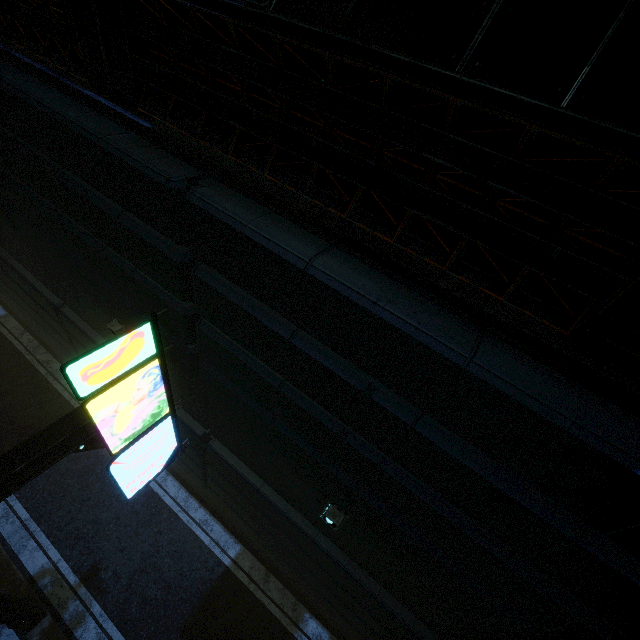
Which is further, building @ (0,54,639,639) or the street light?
the street light

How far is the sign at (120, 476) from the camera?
4.3m

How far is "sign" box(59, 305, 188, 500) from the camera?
4.3 meters

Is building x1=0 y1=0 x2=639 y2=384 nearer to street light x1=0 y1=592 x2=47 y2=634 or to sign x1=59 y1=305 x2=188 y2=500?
sign x1=59 y1=305 x2=188 y2=500

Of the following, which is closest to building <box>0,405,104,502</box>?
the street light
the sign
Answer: the sign

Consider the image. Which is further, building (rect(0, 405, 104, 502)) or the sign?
building (rect(0, 405, 104, 502))

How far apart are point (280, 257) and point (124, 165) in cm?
228

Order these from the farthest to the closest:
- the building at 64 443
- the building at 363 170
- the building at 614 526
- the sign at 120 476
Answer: the building at 64 443 < the sign at 120 476 < the building at 614 526 < the building at 363 170
